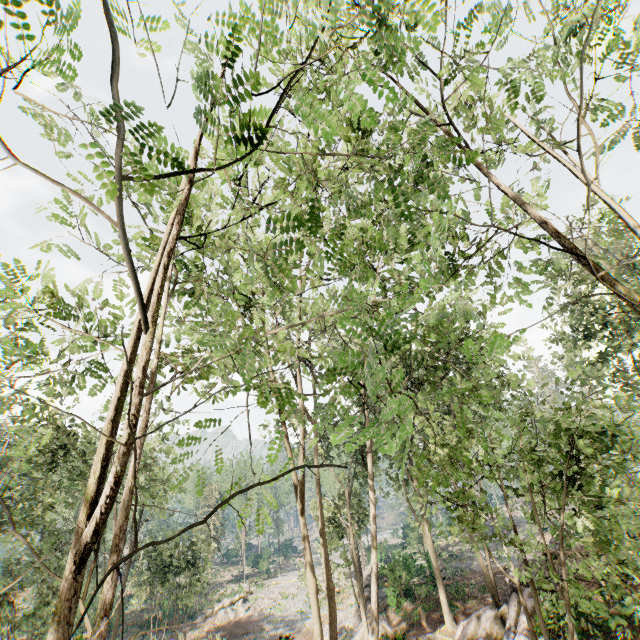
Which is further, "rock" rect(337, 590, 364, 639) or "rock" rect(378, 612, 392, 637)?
"rock" rect(337, 590, 364, 639)

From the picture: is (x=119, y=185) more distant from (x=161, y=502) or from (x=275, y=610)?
(x=275, y=610)

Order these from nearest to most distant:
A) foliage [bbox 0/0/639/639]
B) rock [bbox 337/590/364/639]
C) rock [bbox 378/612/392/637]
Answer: foliage [bbox 0/0/639/639]
rock [bbox 378/612/392/637]
rock [bbox 337/590/364/639]

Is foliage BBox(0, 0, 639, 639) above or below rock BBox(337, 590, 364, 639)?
above

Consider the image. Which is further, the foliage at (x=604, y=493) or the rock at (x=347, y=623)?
the rock at (x=347, y=623)

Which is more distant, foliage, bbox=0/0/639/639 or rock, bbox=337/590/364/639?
rock, bbox=337/590/364/639

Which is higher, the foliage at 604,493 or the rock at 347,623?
the foliage at 604,493
